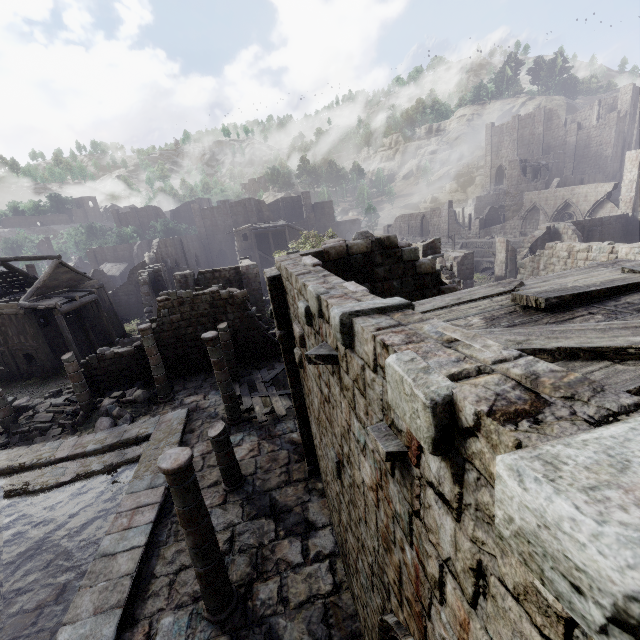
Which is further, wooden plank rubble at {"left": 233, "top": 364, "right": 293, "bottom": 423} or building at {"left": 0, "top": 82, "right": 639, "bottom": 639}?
wooden plank rubble at {"left": 233, "top": 364, "right": 293, "bottom": 423}

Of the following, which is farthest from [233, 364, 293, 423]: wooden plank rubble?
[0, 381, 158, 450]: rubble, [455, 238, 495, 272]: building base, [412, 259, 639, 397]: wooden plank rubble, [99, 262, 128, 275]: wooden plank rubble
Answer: [99, 262, 128, 275]: wooden plank rubble

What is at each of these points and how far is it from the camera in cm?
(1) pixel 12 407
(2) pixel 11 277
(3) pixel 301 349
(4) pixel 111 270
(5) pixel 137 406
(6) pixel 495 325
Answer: (1) building, 1714
(2) wooden plank rubble, 2895
(3) building, 734
(4) wooden plank rubble, 5256
(5) rubble, 1549
(6) wooden plank rubble, 413

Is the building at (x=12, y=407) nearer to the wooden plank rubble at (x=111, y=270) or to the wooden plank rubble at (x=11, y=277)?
the wooden plank rubble at (x=11, y=277)

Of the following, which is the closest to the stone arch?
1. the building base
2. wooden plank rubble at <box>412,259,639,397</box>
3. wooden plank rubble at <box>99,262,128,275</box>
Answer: the building base

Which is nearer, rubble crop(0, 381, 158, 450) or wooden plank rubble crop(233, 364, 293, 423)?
wooden plank rubble crop(233, 364, 293, 423)

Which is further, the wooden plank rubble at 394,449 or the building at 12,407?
the building at 12,407

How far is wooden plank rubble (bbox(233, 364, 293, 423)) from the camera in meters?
13.5 m
